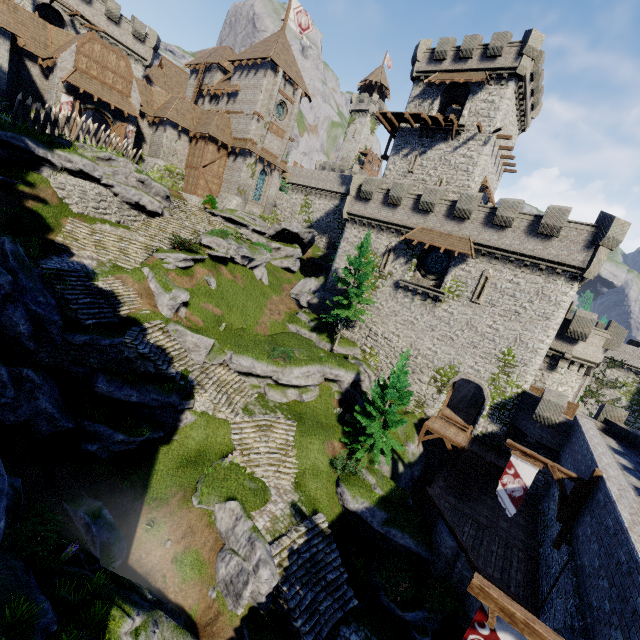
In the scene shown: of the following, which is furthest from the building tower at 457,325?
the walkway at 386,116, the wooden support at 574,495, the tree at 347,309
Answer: the wooden support at 574,495

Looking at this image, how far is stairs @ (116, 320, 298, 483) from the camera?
17.7m

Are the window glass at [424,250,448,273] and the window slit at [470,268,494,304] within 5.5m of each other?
yes

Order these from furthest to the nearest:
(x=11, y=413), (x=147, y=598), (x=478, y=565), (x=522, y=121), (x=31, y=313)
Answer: (x=522, y=121), (x=478, y=565), (x=31, y=313), (x=11, y=413), (x=147, y=598)

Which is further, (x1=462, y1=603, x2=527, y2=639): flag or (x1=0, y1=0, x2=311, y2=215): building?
(x1=0, y1=0, x2=311, y2=215): building

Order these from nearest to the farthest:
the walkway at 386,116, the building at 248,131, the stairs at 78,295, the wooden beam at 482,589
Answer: the wooden beam at 482,589, the stairs at 78,295, the building at 248,131, the walkway at 386,116

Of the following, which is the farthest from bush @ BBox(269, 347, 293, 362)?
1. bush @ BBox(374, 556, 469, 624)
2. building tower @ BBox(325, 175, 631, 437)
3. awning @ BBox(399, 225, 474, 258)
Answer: bush @ BBox(374, 556, 469, 624)

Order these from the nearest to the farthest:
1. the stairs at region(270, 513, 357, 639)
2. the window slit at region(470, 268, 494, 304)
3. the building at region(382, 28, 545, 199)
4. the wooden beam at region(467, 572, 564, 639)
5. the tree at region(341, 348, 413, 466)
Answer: the wooden beam at region(467, 572, 564, 639)
the stairs at region(270, 513, 357, 639)
the tree at region(341, 348, 413, 466)
the window slit at region(470, 268, 494, 304)
the building at region(382, 28, 545, 199)
